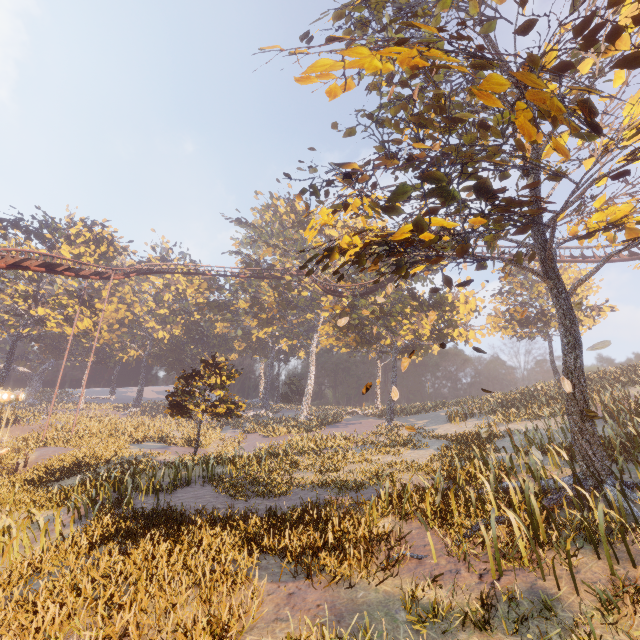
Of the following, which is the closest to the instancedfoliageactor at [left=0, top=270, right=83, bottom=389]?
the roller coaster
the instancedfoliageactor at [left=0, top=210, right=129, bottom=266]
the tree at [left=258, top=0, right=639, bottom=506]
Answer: the roller coaster

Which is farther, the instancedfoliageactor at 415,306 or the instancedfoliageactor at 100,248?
the instancedfoliageactor at 100,248

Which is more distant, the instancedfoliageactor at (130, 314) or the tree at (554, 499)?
the instancedfoliageactor at (130, 314)

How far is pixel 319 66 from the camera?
5.01m

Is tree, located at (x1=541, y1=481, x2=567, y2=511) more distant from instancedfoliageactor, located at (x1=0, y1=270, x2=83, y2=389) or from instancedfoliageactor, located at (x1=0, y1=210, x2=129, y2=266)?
instancedfoliageactor, located at (x1=0, y1=210, x2=129, y2=266)

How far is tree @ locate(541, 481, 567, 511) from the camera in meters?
7.2

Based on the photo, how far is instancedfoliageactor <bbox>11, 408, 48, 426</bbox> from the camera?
36.3 meters
